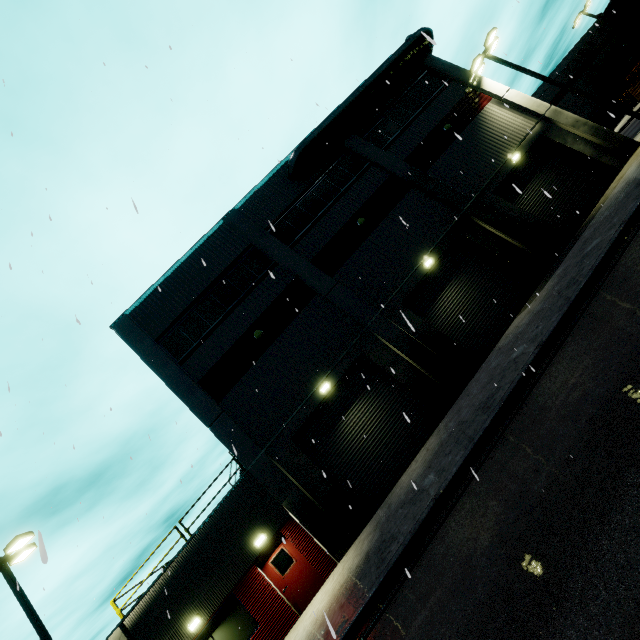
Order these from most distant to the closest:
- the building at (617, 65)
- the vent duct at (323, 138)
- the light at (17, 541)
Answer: the building at (617, 65) < the vent duct at (323, 138) < the light at (17, 541)

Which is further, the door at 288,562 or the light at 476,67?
the light at 476,67

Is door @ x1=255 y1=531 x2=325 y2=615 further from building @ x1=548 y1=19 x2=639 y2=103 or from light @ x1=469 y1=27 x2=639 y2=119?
light @ x1=469 y1=27 x2=639 y2=119

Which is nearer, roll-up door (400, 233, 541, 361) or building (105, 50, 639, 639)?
building (105, 50, 639, 639)

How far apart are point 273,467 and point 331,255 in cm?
1033

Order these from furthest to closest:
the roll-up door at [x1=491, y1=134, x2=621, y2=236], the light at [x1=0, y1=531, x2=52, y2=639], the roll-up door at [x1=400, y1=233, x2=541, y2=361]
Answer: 1. the roll-up door at [x1=491, y1=134, x2=621, y2=236]
2. the roll-up door at [x1=400, y1=233, x2=541, y2=361]
3. the light at [x1=0, y1=531, x2=52, y2=639]

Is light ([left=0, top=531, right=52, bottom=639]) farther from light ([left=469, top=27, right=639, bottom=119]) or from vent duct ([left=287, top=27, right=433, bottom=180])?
light ([left=469, top=27, right=639, bottom=119])

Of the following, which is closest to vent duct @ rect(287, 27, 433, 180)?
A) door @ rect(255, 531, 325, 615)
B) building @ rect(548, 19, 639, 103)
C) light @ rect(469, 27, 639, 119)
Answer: building @ rect(548, 19, 639, 103)
